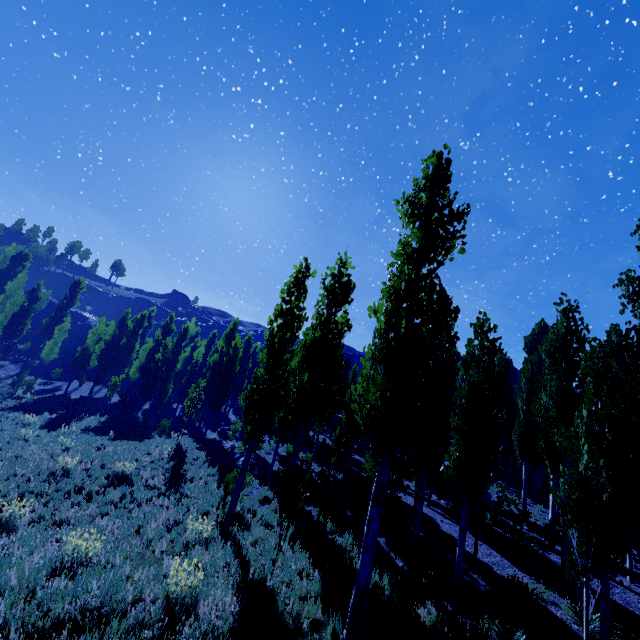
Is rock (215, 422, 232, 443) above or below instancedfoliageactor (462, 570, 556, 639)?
above

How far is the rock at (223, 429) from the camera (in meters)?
26.67

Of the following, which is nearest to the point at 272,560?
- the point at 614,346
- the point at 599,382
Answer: the point at 599,382

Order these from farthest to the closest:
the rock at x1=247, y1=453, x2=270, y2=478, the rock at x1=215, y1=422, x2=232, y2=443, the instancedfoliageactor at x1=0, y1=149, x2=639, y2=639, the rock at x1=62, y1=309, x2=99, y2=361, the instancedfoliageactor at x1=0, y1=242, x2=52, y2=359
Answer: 1. the rock at x1=62, y1=309, x2=99, y2=361
2. the instancedfoliageactor at x1=0, y1=242, x2=52, y2=359
3. the rock at x1=215, y1=422, x2=232, y2=443
4. the rock at x1=247, y1=453, x2=270, y2=478
5. the instancedfoliageactor at x1=0, y1=149, x2=639, y2=639

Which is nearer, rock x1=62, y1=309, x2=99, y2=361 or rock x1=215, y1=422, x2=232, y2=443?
rock x1=215, y1=422, x2=232, y2=443

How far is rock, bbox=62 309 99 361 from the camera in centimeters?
5150cm

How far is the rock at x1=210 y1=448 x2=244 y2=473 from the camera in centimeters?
1691cm

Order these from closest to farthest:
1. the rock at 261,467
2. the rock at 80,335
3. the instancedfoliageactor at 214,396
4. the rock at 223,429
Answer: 1. the instancedfoliageactor at 214,396
2. the rock at 261,467
3. the rock at 223,429
4. the rock at 80,335
